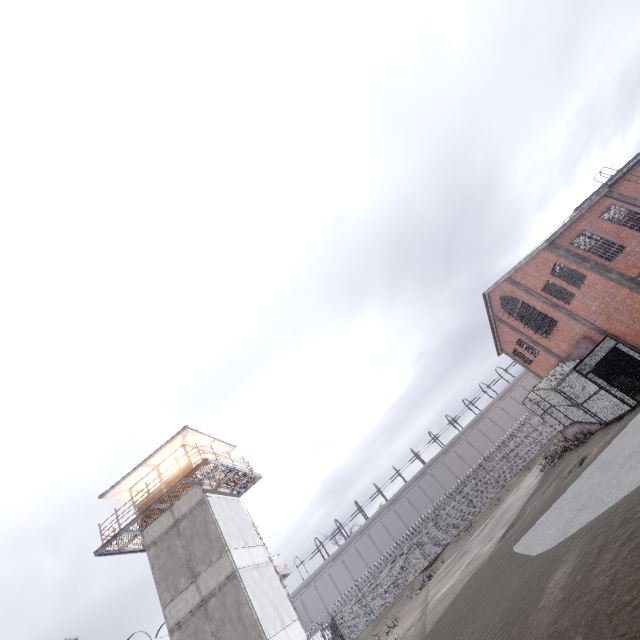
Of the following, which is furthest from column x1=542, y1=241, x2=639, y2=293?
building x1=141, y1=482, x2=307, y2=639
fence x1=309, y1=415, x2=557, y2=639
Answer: fence x1=309, y1=415, x2=557, y2=639

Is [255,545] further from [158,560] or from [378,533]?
[378,533]

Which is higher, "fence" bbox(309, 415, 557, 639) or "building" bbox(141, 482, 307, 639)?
"building" bbox(141, 482, 307, 639)

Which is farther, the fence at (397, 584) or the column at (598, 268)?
the fence at (397, 584)

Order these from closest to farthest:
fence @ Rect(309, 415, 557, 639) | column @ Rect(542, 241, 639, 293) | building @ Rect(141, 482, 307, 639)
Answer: building @ Rect(141, 482, 307, 639) → column @ Rect(542, 241, 639, 293) → fence @ Rect(309, 415, 557, 639)

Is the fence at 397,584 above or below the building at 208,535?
below

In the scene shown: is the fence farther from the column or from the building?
the column
